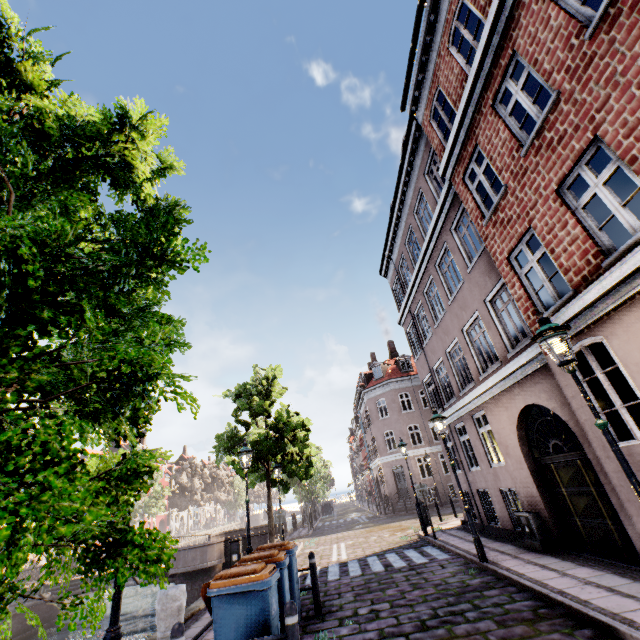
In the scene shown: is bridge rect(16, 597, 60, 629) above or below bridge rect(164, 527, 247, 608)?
below

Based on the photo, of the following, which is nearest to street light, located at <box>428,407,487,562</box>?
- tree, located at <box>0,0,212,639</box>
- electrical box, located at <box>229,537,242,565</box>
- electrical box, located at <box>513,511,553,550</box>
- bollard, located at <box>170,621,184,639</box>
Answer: Answer: tree, located at <box>0,0,212,639</box>

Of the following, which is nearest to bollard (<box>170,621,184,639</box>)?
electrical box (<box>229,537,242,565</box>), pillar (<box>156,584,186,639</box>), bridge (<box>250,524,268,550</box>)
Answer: pillar (<box>156,584,186,639</box>)

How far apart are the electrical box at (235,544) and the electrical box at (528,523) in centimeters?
901cm

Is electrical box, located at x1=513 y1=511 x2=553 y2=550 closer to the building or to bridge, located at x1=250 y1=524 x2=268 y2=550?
the building

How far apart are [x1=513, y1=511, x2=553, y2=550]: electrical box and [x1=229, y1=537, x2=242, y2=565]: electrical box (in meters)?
9.01

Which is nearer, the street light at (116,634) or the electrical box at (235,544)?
the street light at (116,634)

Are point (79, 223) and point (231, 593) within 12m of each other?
yes
